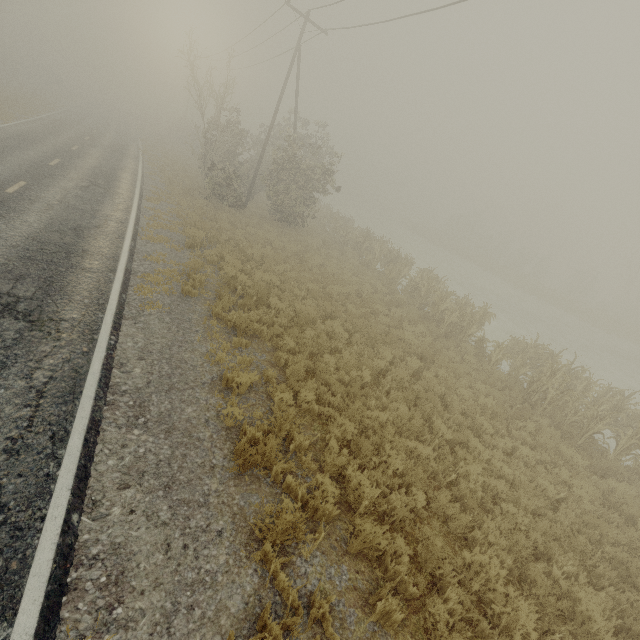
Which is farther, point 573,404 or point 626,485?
point 573,404
